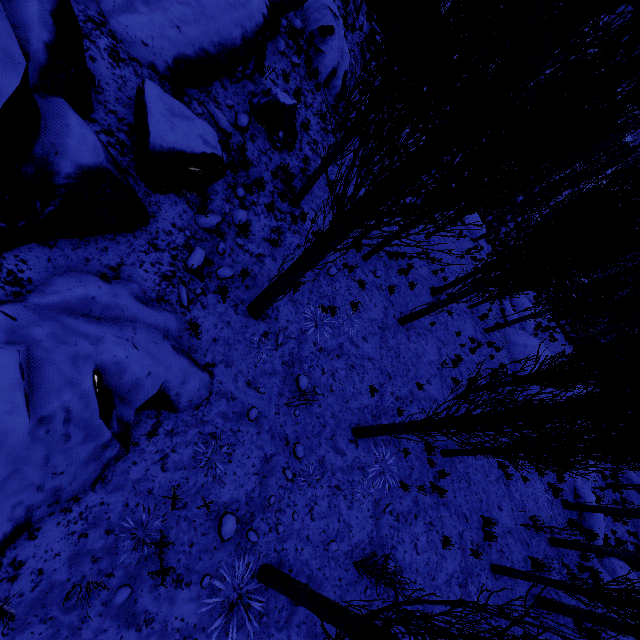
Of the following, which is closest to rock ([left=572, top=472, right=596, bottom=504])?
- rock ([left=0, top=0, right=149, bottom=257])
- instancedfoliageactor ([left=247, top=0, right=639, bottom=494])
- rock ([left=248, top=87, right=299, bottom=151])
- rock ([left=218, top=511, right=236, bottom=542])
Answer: instancedfoliageactor ([left=247, top=0, right=639, bottom=494])

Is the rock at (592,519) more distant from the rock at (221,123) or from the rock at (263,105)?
the rock at (263,105)

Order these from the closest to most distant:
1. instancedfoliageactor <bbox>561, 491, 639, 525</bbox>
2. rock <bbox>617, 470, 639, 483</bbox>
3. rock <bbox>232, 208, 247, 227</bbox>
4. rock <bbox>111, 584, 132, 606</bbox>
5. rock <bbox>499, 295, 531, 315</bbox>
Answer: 1. rock <bbox>111, 584, 132, 606</bbox>
2. rock <bbox>232, 208, 247, 227</bbox>
3. instancedfoliageactor <bbox>561, 491, 639, 525</bbox>
4. rock <bbox>499, 295, 531, 315</bbox>
5. rock <bbox>617, 470, 639, 483</bbox>

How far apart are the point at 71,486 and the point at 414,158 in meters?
5.2

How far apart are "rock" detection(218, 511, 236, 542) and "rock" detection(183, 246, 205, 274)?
4.1 meters

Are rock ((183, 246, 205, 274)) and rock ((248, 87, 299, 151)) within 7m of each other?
yes

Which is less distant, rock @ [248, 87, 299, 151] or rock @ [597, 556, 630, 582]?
rock @ [248, 87, 299, 151]
